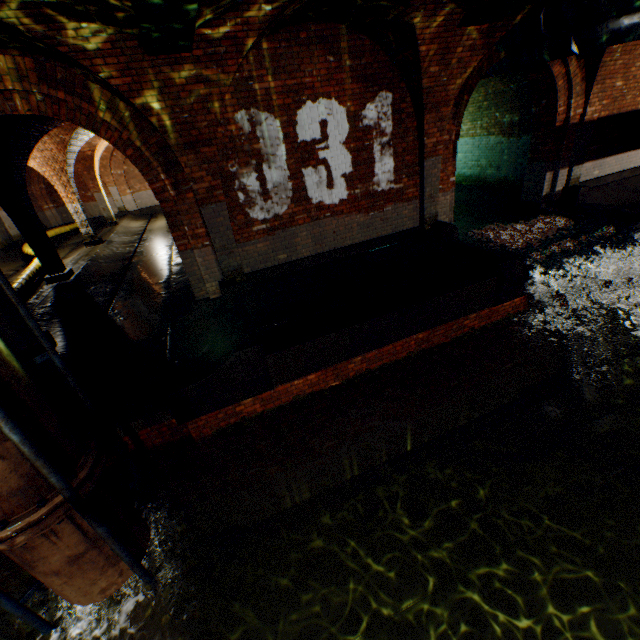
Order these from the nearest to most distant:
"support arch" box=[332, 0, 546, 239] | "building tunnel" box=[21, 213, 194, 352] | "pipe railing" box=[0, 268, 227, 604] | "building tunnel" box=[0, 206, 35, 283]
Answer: "pipe railing" box=[0, 268, 227, 604] → "support arch" box=[332, 0, 546, 239] → "building tunnel" box=[21, 213, 194, 352] → "building tunnel" box=[0, 206, 35, 283]

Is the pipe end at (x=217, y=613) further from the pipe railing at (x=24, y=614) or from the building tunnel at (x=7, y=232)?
the building tunnel at (x=7, y=232)

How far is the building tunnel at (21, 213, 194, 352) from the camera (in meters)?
7.52

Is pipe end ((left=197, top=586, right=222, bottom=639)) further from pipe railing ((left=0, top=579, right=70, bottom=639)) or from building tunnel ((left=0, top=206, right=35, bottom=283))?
building tunnel ((left=0, top=206, right=35, bottom=283))

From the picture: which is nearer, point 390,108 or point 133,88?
point 133,88

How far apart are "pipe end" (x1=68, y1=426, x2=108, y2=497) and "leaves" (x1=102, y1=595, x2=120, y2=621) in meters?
1.5 m

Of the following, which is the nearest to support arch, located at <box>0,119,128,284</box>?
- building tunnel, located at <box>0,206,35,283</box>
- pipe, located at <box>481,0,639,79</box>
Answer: building tunnel, located at <box>0,206,35,283</box>

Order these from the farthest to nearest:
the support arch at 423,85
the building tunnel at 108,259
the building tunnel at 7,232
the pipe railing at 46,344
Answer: the building tunnel at 7,232 → the building tunnel at 108,259 → the support arch at 423,85 → the pipe railing at 46,344
